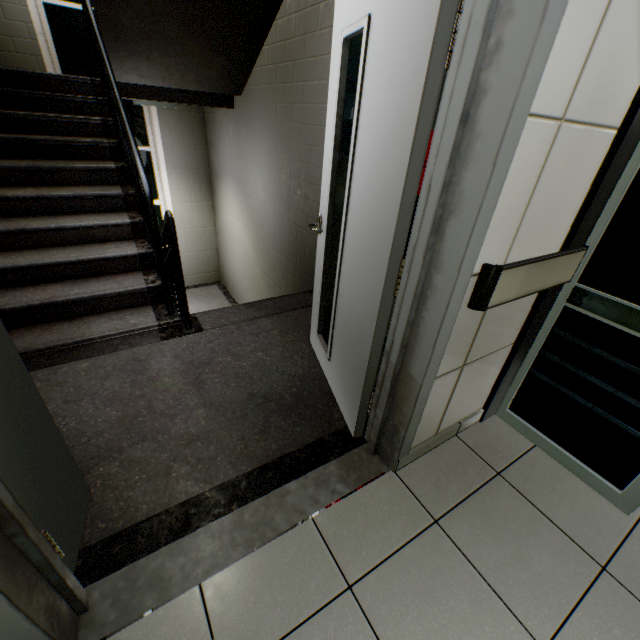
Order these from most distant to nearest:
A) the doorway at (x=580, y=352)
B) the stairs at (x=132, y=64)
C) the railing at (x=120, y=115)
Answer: the stairs at (x=132, y=64), the railing at (x=120, y=115), the doorway at (x=580, y=352)

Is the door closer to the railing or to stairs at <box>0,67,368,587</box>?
stairs at <box>0,67,368,587</box>

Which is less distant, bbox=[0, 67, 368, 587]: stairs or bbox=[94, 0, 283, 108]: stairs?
bbox=[0, 67, 368, 587]: stairs

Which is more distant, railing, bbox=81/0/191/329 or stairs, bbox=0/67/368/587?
railing, bbox=81/0/191/329

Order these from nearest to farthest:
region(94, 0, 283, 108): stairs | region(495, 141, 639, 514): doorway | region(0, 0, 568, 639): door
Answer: region(0, 0, 568, 639): door
region(495, 141, 639, 514): doorway
region(94, 0, 283, 108): stairs

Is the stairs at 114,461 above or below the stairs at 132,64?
below

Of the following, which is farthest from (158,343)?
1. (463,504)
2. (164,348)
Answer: (463,504)

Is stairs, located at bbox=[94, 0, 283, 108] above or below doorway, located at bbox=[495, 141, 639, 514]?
above
